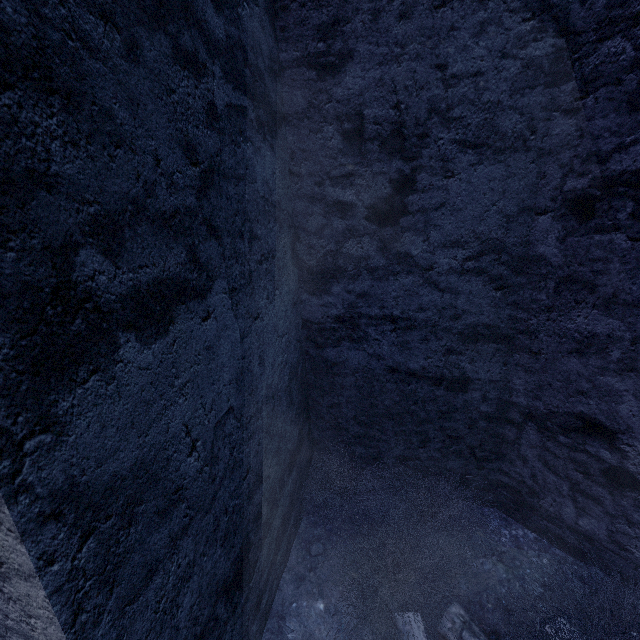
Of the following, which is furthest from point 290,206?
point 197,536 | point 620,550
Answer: point 620,550

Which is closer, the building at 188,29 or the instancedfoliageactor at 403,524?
the building at 188,29

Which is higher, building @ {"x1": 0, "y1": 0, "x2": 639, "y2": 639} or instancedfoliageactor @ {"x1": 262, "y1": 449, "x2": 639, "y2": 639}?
building @ {"x1": 0, "y1": 0, "x2": 639, "y2": 639}

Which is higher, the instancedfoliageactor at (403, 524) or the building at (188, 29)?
the building at (188, 29)

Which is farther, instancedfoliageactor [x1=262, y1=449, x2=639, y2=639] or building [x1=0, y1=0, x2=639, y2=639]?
instancedfoliageactor [x1=262, y1=449, x2=639, y2=639]
